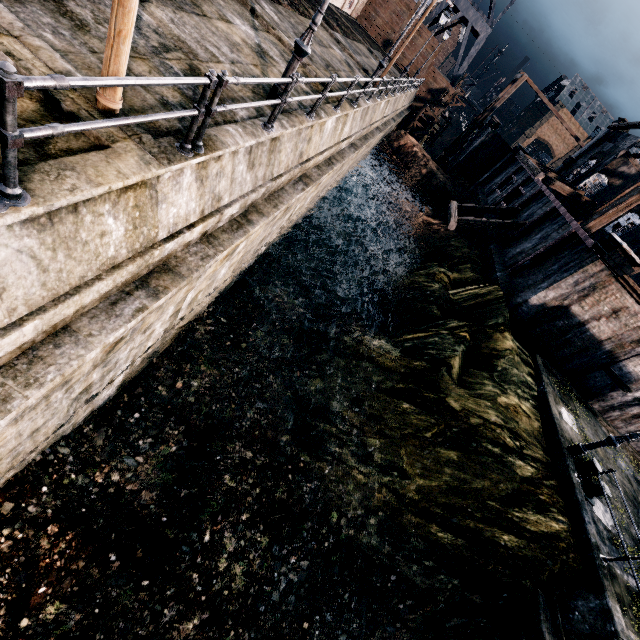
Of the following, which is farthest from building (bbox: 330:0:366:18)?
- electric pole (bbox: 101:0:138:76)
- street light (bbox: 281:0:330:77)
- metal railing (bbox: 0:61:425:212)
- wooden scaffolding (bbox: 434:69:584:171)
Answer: wooden scaffolding (bbox: 434:69:584:171)

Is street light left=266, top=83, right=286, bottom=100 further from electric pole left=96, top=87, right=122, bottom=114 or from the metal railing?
electric pole left=96, top=87, right=122, bottom=114

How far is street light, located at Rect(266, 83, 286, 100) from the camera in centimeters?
853cm

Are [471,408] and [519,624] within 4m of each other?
no

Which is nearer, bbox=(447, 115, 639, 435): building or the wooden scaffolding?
bbox=(447, 115, 639, 435): building

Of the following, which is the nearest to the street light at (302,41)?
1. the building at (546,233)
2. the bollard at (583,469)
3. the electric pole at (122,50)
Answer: the electric pole at (122,50)

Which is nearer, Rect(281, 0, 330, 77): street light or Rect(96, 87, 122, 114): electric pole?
Rect(96, 87, 122, 114): electric pole

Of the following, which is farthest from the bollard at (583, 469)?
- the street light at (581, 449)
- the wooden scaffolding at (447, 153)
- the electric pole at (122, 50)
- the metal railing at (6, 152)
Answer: the wooden scaffolding at (447, 153)
